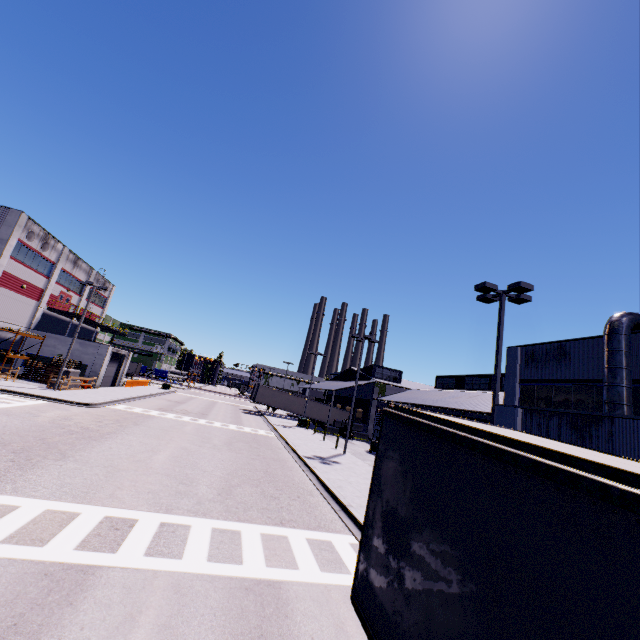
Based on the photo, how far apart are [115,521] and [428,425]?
9.0m

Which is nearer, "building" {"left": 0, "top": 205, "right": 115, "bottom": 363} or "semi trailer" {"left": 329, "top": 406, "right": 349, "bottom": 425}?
"building" {"left": 0, "top": 205, "right": 115, "bottom": 363}

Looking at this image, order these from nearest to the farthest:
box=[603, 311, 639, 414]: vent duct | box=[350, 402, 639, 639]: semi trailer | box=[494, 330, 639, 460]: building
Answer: box=[350, 402, 639, 639]: semi trailer → box=[494, 330, 639, 460]: building → box=[603, 311, 639, 414]: vent duct

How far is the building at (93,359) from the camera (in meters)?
35.59

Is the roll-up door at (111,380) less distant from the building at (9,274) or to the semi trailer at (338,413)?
the building at (9,274)

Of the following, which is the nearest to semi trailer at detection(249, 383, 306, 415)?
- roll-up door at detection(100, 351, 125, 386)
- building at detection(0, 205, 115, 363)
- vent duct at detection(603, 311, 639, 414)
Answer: building at detection(0, 205, 115, 363)

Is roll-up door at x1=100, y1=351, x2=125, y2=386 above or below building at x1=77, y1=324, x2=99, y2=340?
below

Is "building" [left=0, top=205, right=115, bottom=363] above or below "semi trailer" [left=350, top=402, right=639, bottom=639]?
above
